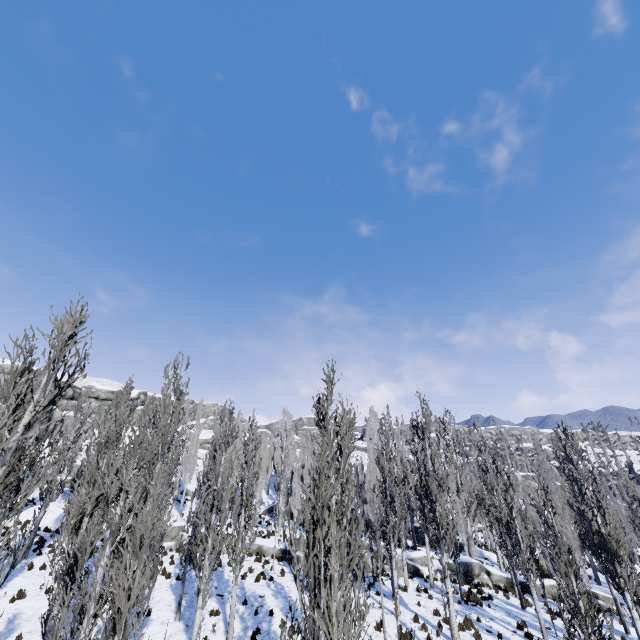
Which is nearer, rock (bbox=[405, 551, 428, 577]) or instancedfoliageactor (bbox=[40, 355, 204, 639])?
instancedfoliageactor (bbox=[40, 355, 204, 639])

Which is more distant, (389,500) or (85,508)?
(389,500)

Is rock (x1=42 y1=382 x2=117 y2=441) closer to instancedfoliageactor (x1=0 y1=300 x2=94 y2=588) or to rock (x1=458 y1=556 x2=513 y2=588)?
instancedfoliageactor (x1=0 y1=300 x2=94 y2=588)

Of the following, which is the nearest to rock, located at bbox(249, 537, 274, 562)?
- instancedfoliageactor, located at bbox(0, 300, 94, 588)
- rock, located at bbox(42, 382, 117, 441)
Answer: instancedfoliageactor, located at bbox(0, 300, 94, 588)

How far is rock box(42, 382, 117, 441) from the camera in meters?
46.5 m

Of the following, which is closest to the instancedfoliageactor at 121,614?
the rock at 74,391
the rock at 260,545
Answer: the rock at 260,545
